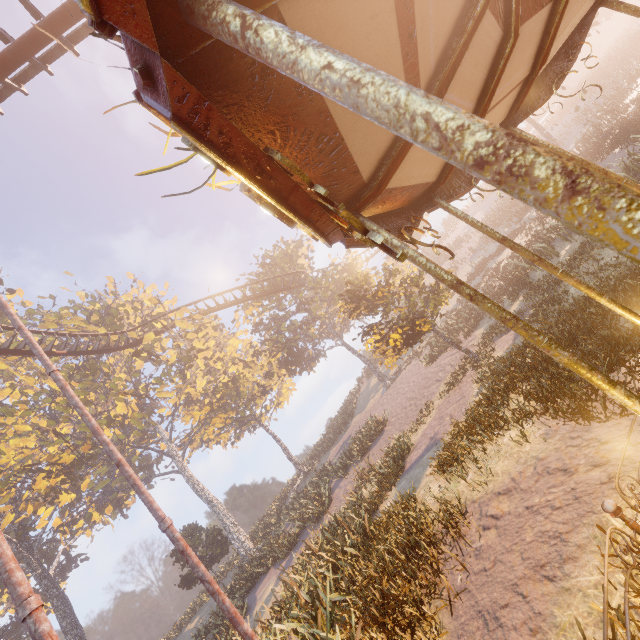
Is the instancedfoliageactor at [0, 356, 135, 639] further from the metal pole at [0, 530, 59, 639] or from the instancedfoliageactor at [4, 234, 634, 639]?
the metal pole at [0, 530, 59, 639]

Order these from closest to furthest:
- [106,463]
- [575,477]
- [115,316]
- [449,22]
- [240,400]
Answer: [449,22] → [575,477] → [115,316] → [106,463] → [240,400]

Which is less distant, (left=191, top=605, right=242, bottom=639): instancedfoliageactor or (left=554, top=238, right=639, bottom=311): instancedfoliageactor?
(left=554, top=238, right=639, bottom=311): instancedfoliageactor

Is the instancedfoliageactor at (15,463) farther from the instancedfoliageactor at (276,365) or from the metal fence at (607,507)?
the metal fence at (607,507)

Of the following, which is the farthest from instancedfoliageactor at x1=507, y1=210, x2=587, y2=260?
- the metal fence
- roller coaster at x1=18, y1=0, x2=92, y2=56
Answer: the metal fence

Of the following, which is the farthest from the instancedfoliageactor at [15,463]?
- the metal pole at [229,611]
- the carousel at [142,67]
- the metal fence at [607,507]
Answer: the metal fence at [607,507]

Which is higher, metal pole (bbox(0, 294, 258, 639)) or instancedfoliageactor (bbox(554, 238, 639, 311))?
metal pole (bbox(0, 294, 258, 639))

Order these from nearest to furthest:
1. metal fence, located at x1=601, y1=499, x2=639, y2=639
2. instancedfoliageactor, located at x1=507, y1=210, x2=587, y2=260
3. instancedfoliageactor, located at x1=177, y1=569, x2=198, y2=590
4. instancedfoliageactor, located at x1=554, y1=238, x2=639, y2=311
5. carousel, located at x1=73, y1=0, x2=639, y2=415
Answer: carousel, located at x1=73, y1=0, x2=639, y2=415 → metal fence, located at x1=601, y1=499, x2=639, y2=639 → instancedfoliageactor, located at x1=554, y1=238, x2=639, y2=311 → instancedfoliageactor, located at x1=507, y1=210, x2=587, y2=260 → instancedfoliageactor, located at x1=177, y1=569, x2=198, y2=590
